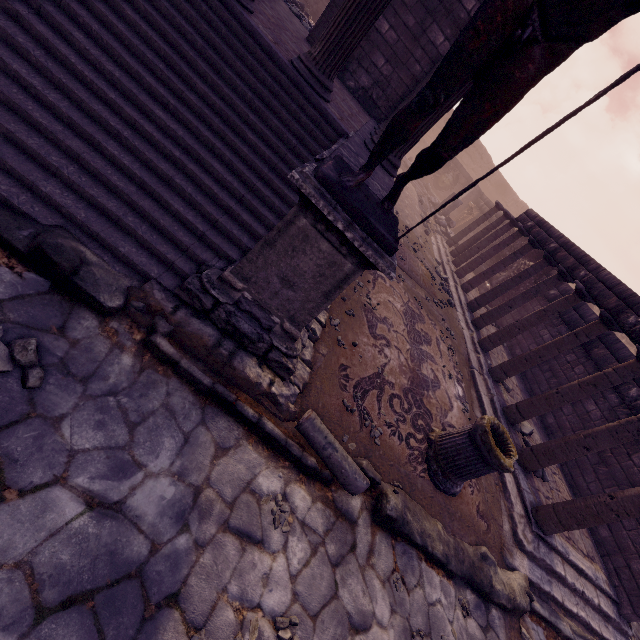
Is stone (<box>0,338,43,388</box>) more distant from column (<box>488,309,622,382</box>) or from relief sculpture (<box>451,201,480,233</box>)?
relief sculpture (<box>451,201,480,233</box>)

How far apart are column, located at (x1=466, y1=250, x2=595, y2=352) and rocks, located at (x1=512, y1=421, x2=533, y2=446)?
2.7m

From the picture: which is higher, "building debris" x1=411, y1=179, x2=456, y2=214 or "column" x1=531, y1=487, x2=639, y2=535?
"column" x1=531, y1=487, x2=639, y2=535

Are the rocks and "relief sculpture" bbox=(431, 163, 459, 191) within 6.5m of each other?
no

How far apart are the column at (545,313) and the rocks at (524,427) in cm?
267

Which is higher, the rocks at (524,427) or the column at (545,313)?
the column at (545,313)

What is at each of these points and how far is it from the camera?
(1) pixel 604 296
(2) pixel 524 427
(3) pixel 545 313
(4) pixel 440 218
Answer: (1) entablature, 6.6 meters
(2) rocks, 6.9 meters
(3) column, 7.6 meters
(4) building debris, 16.6 meters

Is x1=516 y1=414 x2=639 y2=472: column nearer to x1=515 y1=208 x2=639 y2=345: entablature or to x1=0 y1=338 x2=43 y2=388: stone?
x1=515 y1=208 x2=639 y2=345: entablature
